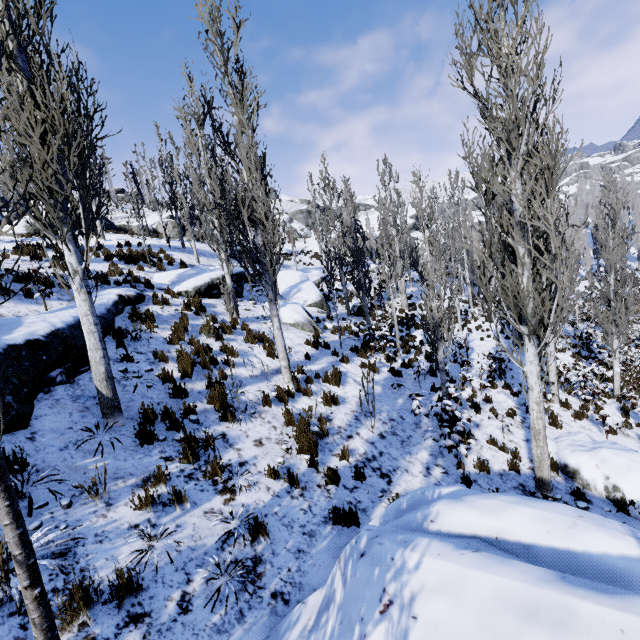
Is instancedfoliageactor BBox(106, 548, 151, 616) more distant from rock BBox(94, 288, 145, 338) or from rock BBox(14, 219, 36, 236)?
rock BBox(14, 219, 36, 236)

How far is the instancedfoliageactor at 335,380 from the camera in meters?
9.6 m

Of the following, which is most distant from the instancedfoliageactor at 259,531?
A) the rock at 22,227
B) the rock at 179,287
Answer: the rock at 22,227

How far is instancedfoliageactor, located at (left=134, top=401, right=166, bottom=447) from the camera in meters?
5.1 m

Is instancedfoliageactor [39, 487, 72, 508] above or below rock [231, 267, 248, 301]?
below

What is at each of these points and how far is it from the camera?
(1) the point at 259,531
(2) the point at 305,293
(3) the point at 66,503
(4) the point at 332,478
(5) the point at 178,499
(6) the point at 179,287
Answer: (1) instancedfoliageactor, 4.3 meters
(2) rock, 19.9 meters
(3) instancedfoliageactor, 3.8 meters
(4) instancedfoliageactor, 5.8 meters
(5) instancedfoliageactor, 4.3 meters
(6) rock, 12.1 meters

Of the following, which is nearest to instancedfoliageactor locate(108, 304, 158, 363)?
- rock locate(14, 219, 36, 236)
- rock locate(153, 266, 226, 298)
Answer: rock locate(153, 266, 226, 298)
